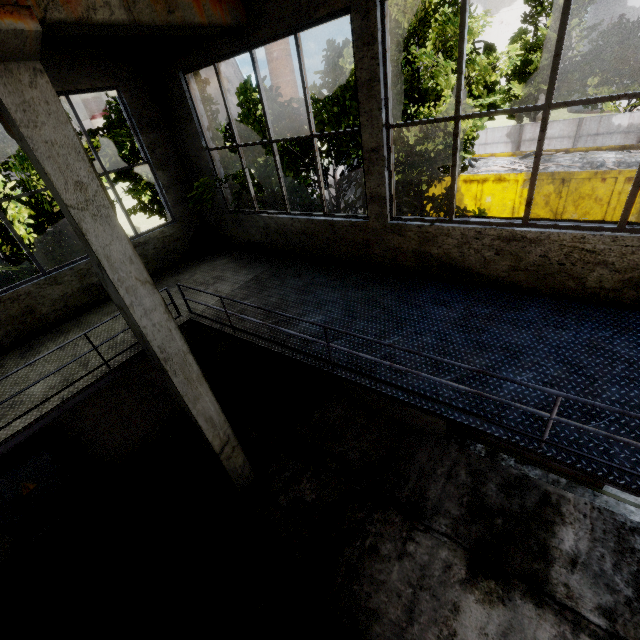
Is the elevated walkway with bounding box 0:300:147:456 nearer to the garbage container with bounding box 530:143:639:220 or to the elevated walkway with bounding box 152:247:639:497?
the elevated walkway with bounding box 152:247:639:497

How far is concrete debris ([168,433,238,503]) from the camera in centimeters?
710cm

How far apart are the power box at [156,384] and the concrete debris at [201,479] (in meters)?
1.43

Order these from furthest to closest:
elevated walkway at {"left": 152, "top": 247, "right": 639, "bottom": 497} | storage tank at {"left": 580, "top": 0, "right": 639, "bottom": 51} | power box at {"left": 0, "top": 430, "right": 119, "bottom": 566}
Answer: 1. storage tank at {"left": 580, "top": 0, "right": 639, "bottom": 51}
2. power box at {"left": 0, "top": 430, "right": 119, "bottom": 566}
3. elevated walkway at {"left": 152, "top": 247, "right": 639, "bottom": 497}

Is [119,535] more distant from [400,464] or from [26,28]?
[26,28]

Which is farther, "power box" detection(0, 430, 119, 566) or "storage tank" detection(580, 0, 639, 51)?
"storage tank" detection(580, 0, 639, 51)

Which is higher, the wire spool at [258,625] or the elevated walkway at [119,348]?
the elevated walkway at [119,348]

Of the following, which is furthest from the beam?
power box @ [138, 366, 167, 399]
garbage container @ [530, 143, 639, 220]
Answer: garbage container @ [530, 143, 639, 220]
